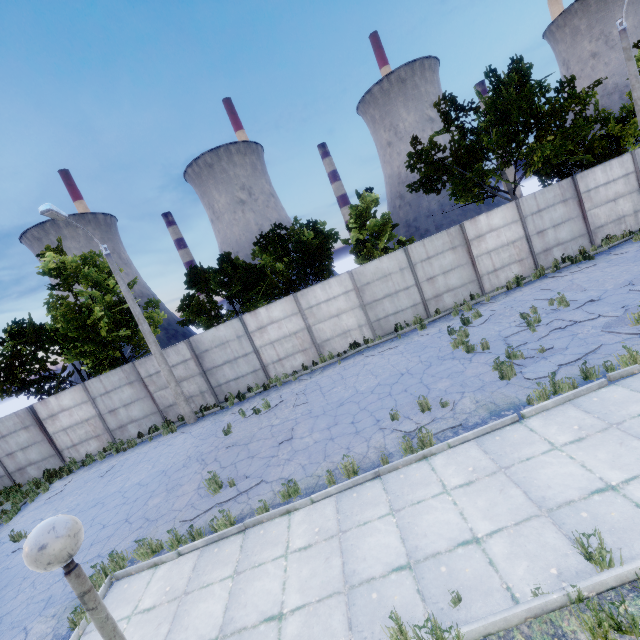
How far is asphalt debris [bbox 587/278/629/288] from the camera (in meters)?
10.53

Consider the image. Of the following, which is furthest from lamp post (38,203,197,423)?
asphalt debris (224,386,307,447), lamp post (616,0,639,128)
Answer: lamp post (616,0,639,128)

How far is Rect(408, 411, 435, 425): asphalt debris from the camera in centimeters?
763cm

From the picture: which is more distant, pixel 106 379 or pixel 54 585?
pixel 106 379

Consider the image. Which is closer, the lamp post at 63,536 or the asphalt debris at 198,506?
the lamp post at 63,536

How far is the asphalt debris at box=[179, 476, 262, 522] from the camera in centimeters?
778cm

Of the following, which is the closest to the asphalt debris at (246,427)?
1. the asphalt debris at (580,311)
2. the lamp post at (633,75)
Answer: the asphalt debris at (580,311)

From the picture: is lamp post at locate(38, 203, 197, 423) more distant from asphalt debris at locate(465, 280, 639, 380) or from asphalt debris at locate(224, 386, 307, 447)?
asphalt debris at locate(465, 280, 639, 380)
